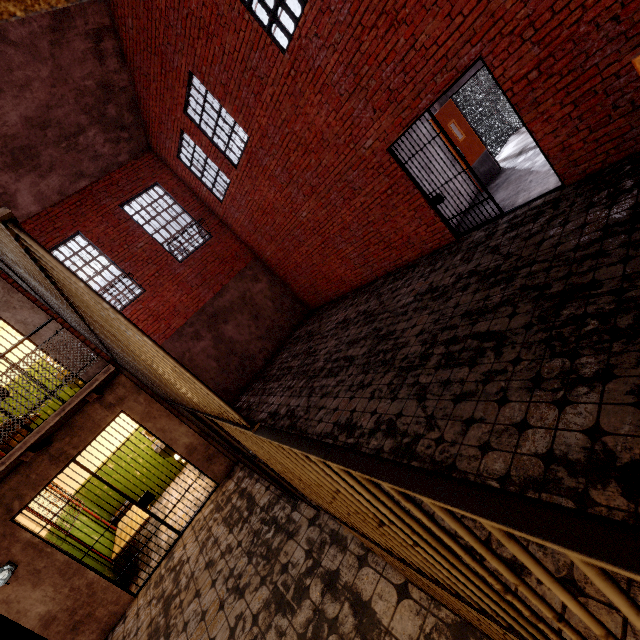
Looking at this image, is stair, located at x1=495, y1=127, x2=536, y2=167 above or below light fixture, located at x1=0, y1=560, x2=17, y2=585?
below

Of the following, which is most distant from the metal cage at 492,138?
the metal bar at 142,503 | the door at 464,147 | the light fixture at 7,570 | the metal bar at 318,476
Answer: the light fixture at 7,570

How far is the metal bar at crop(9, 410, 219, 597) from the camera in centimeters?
520cm

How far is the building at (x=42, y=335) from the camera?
5.5m

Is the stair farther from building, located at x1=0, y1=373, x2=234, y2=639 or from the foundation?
building, located at x1=0, y1=373, x2=234, y2=639

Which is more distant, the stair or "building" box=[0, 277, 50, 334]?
the stair

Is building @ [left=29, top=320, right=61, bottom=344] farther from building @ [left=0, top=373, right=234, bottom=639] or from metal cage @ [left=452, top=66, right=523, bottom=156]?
metal cage @ [left=452, top=66, right=523, bottom=156]

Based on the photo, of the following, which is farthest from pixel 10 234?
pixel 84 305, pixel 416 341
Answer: pixel 416 341
